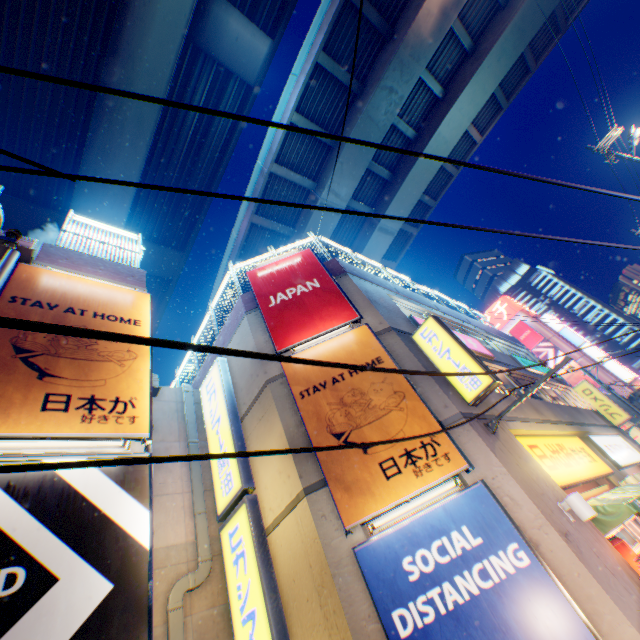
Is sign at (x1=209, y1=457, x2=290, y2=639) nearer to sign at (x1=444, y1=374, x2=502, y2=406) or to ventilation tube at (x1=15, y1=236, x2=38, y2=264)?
sign at (x1=444, y1=374, x2=502, y2=406)

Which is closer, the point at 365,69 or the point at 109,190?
the point at 109,190

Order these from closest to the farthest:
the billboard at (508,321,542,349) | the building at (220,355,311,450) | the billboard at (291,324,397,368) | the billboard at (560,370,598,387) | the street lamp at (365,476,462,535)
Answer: the street lamp at (365,476,462,535), the building at (220,355,311,450), the billboard at (291,324,397,368), the billboard at (560,370,598,387), the billboard at (508,321,542,349)

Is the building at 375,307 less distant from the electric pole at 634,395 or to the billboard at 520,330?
the electric pole at 634,395

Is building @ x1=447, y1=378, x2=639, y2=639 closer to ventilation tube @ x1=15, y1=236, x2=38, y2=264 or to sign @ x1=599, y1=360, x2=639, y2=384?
ventilation tube @ x1=15, y1=236, x2=38, y2=264

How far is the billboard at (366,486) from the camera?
6.0m

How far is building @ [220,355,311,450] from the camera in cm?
757

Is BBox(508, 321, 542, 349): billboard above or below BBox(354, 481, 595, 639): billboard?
above
